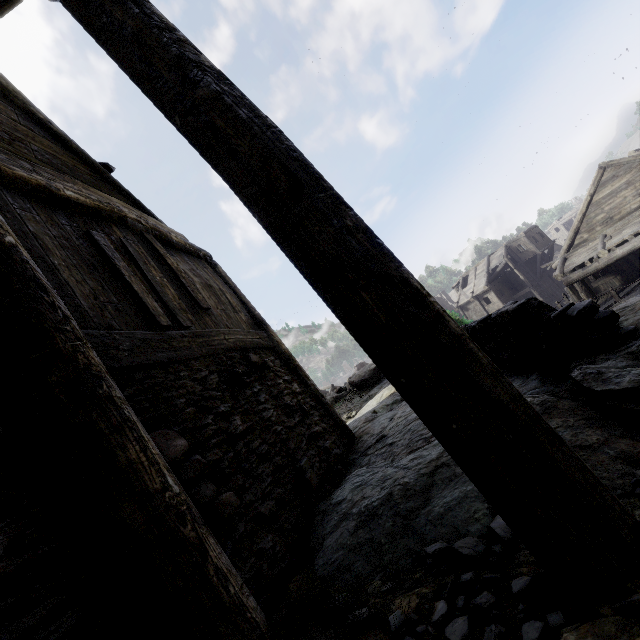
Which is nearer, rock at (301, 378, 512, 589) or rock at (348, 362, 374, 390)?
rock at (301, 378, 512, 589)

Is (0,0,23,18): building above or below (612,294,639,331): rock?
above

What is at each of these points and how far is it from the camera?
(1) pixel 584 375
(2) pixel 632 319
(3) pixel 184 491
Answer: (1) rock, 2.5m
(2) rock, 3.5m
(3) building, 2.2m

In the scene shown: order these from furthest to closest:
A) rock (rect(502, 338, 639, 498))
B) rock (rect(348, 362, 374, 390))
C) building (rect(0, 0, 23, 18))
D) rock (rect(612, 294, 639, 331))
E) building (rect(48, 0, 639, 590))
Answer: rock (rect(348, 362, 374, 390))
rock (rect(612, 294, 639, 331))
building (rect(0, 0, 23, 18))
rock (rect(502, 338, 639, 498))
building (rect(48, 0, 639, 590))

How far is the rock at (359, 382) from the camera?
14.4m

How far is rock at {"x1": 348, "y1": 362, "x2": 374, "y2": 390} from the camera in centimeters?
1439cm
